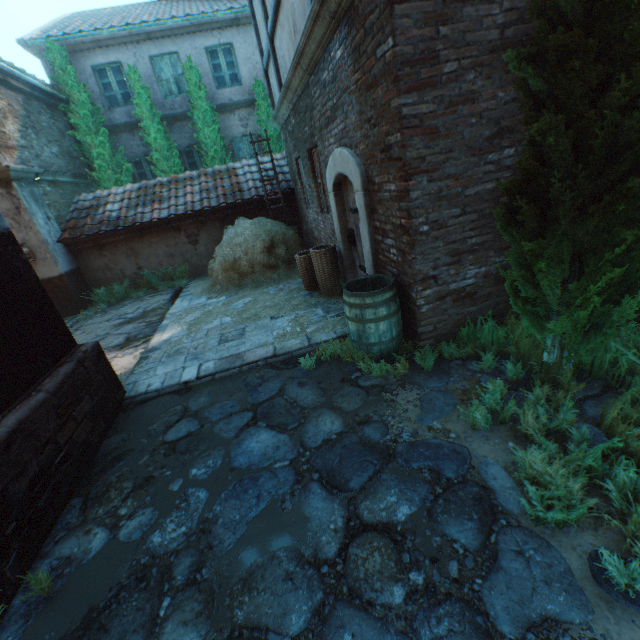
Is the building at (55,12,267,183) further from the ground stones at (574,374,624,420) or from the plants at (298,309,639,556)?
the plants at (298,309,639,556)

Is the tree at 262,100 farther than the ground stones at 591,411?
Yes

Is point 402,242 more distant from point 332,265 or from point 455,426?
point 332,265

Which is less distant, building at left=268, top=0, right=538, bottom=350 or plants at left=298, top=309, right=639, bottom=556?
plants at left=298, top=309, right=639, bottom=556

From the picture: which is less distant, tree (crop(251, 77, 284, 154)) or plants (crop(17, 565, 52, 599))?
plants (crop(17, 565, 52, 599))

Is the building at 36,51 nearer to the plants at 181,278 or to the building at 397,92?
the building at 397,92

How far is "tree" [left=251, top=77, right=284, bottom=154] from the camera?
11.88m
